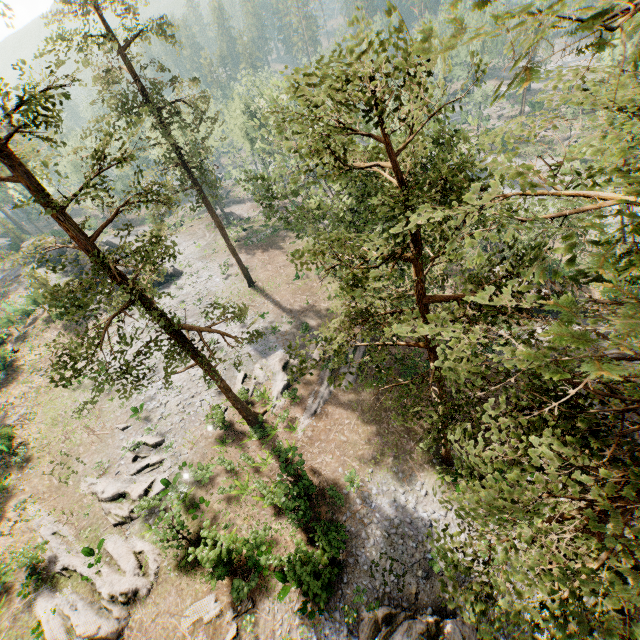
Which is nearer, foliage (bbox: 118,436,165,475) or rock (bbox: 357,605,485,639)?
rock (bbox: 357,605,485,639)

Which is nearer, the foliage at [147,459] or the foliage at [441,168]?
the foliage at [441,168]

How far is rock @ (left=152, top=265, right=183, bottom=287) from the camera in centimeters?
4186cm

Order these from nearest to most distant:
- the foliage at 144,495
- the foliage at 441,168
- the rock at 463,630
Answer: the foliage at 441,168
the rock at 463,630
the foliage at 144,495

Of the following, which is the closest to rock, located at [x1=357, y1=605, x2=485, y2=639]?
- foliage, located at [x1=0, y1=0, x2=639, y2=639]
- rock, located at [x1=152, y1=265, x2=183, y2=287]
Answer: foliage, located at [x1=0, y1=0, x2=639, y2=639]

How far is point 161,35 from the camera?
25.4 meters

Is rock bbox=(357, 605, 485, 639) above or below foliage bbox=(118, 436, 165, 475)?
below
